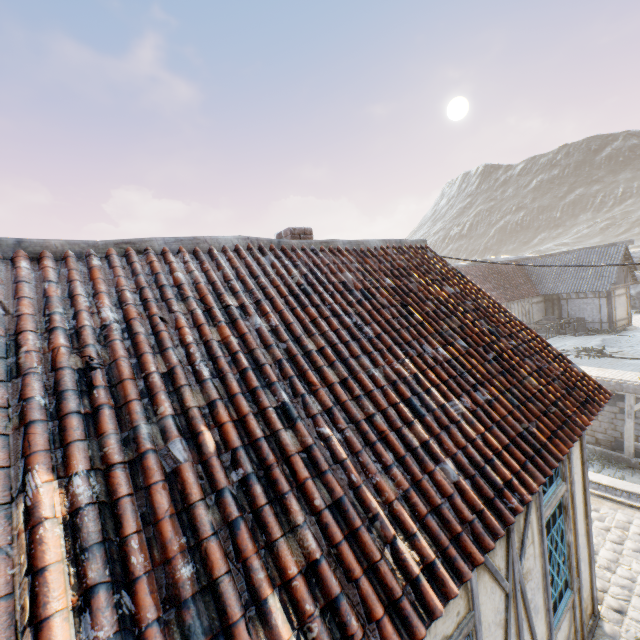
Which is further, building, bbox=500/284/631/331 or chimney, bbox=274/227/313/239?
building, bbox=500/284/631/331

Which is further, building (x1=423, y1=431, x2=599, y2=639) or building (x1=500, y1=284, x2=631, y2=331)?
building (x1=500, y1=284, x2=631, y2=331)

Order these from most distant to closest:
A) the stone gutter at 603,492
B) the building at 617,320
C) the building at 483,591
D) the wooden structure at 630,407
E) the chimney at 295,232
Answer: the building at 617,320
the wooden structure at 630,407
the stone gutter at 603,492
the chimney at 295,232
the building at 483,591

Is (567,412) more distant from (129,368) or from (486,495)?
(129,368)

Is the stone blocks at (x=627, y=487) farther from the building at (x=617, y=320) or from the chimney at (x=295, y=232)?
the chimney at (x=295, y=232)

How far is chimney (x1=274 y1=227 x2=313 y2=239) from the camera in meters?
5.6 m

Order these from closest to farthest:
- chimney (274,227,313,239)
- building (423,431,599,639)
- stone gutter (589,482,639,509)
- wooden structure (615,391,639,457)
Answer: building (423,431,599,639)
chimney (274,227,313,239)
stone gutter (589,482,639,509)
wooden structure (615,391,639,457)

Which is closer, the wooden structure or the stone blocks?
the stone blocks
